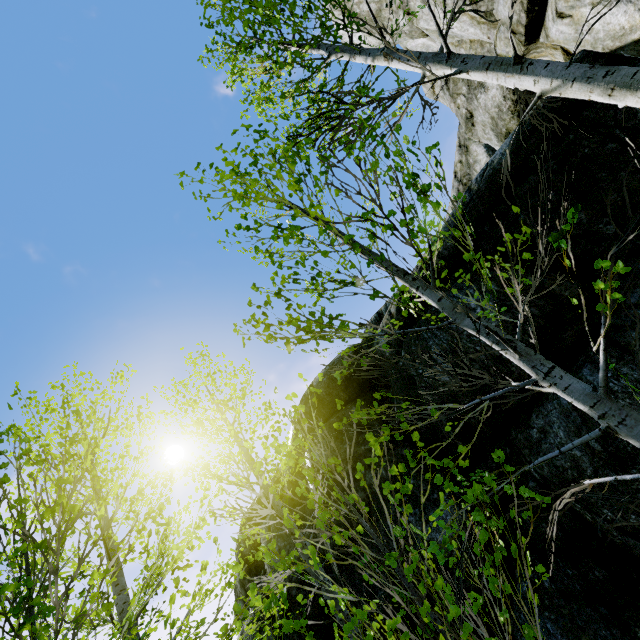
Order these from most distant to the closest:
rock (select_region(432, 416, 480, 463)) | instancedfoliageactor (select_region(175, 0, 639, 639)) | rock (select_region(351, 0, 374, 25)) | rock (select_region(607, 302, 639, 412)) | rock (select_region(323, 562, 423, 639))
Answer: rock (select_region(351, 0, 374, 25))
rock (select_region(432, 416, 480, 463))
rock (select_region(323, 562, 423, 639))
rock (select_region(607, 302, 639, 412))
instancedfoliageactor (select_region(175, 0, 639, 639))

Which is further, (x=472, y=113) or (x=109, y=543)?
(x=472, y=113)

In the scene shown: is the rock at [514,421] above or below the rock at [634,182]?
below

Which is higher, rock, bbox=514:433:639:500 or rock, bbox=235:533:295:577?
rock, bbox=235:533:295:577

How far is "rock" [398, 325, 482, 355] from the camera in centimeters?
443cm

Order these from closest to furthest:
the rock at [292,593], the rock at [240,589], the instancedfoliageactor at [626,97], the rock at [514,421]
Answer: the instancedfoliageactor at [626,97] → the rock at [514,421] → the rock at [292,593] → the rock at [240,589]

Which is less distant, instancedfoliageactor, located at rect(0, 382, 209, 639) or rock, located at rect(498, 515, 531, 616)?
instancedfoliageactor, located at rect(0, 382, 209, 639)
